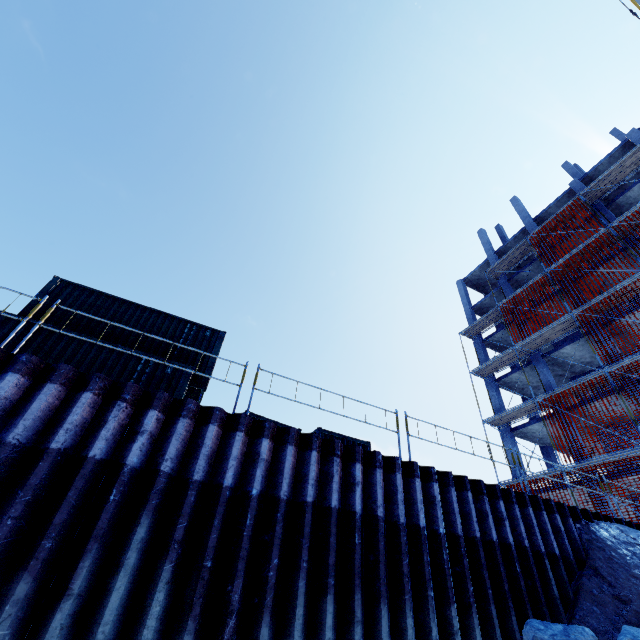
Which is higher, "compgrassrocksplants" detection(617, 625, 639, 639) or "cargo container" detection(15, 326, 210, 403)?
"cargo container" detection(15, 326, 210, 403)

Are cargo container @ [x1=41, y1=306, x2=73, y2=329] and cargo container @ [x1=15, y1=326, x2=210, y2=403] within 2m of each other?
yes

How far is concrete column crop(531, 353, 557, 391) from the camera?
21.1 meters

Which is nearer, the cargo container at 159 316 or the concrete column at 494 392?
the cargo container at 159 316

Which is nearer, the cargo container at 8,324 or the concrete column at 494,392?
the cargo container at 8,324

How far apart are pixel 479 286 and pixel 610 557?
29.21m

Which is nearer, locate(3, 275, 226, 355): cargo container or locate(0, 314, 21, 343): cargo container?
locate(0, 314, 21, 343): cargo container

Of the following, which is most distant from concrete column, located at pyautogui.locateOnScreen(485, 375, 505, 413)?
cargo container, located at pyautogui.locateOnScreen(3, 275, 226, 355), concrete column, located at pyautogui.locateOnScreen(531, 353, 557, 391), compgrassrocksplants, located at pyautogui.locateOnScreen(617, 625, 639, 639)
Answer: cargo container, located at pyautogui.locateOnScreen(3, 275, 226, 355)
